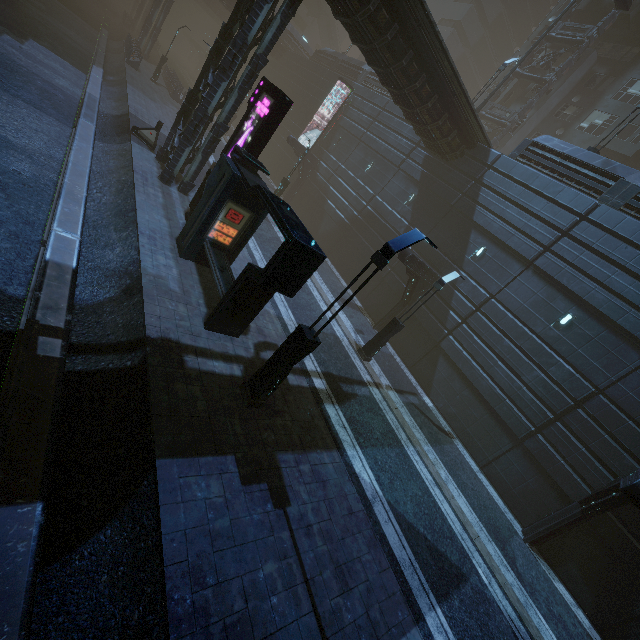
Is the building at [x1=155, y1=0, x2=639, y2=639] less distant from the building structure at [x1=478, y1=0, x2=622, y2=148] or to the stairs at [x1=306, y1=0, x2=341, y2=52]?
the building structure at [x1=478, y1=0, x2=622, y2=148]

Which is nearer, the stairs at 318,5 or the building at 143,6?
the building at 143,6

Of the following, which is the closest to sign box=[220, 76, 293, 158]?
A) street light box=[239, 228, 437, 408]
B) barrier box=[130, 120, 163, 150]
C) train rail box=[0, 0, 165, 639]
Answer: train rail box=[0, 0, 165, 639]

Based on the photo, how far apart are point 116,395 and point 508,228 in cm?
1851

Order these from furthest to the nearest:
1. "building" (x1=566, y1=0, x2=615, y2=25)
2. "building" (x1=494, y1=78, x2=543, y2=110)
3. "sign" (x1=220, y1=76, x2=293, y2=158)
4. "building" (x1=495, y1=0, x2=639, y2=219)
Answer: "building" (x1=494, y1=78, x2=543, y2=110), "building" (x1=566, y1=0, x2=615, y2=25), "building" (x1=495, y1=0, x2=639, y2=219), "sign" (x1=220, y1=76, x2=293, y2=158)

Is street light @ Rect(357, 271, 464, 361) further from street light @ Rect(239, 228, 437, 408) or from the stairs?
the stairs

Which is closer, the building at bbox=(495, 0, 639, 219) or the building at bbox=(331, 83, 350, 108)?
the building at bbox=(495, 0, 639, 219)

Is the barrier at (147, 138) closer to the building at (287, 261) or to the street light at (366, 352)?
the building at (287, 261)
